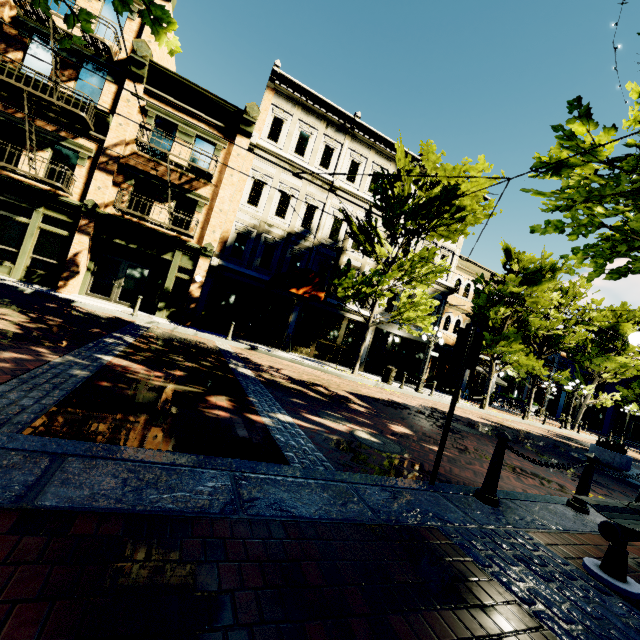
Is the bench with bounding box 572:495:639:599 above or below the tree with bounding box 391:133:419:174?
below

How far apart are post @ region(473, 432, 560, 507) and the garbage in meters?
12.2 m

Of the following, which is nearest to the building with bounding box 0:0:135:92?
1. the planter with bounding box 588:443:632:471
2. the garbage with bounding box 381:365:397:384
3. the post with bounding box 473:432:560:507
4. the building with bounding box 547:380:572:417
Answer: the garbage with bounding box 381:365:397:384

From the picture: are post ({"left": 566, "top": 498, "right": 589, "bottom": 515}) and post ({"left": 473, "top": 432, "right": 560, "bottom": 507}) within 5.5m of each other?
yes

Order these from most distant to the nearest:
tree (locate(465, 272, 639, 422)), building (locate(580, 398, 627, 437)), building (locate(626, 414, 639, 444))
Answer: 1. building (locate(580, 398, 627, 437))
2. building (locate(626, 414, 639, 444))
3. tree (locate(465, 272, 639, 422))

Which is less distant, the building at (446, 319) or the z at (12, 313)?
the z at (12, 313)

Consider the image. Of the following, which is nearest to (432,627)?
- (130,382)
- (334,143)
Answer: (130,382)

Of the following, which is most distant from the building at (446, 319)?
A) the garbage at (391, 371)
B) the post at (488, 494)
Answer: the post at (488, 494)
